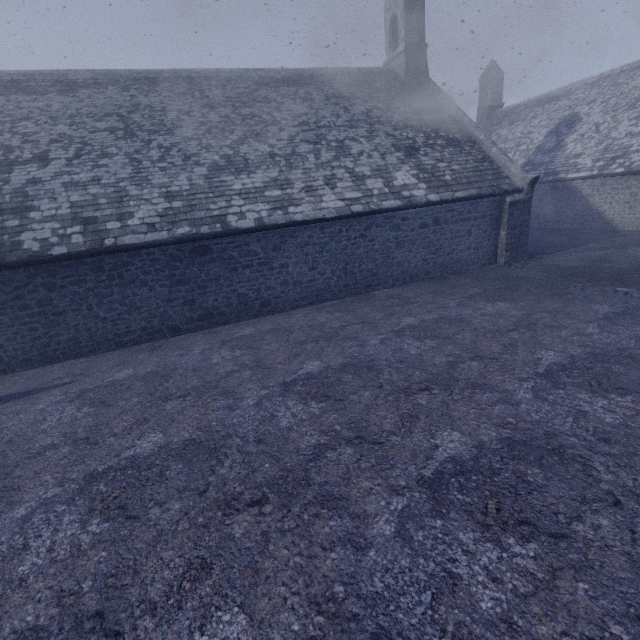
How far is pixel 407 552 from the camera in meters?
3.2
